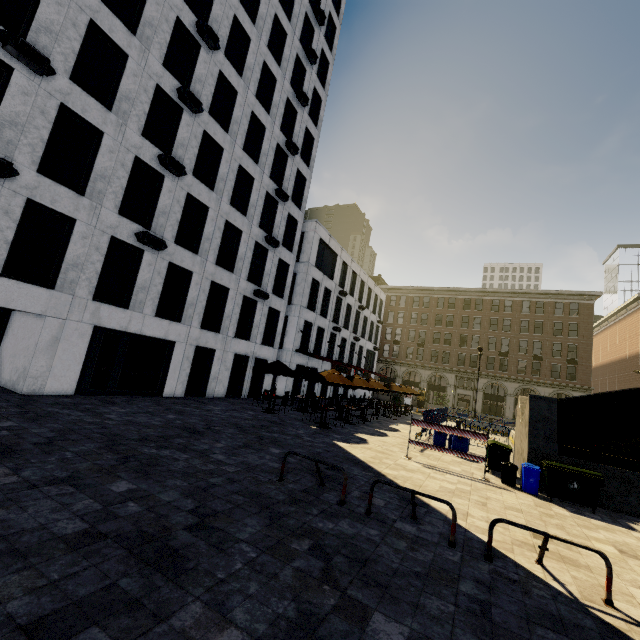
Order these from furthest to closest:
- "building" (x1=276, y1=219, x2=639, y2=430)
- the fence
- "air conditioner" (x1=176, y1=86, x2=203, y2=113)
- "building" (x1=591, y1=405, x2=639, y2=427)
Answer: "building" (x1=591, y1=405, x2=639, y2=427)
"building" (x1=276, y1=219, x2=639, y2=430)
the fence
"air conditioner" (x1=176, y1=86, x2=203, y2=113)

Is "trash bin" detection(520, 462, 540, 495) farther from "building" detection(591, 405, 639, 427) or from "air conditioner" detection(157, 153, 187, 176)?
"building" detection(591, 405, 639, 427)

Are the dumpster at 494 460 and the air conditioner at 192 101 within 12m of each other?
no

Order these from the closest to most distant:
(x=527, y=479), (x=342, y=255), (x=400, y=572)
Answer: (x=400, y=572), (x=527, y=479), (x=342, y=255)

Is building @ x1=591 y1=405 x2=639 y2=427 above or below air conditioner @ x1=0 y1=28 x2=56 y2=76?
below

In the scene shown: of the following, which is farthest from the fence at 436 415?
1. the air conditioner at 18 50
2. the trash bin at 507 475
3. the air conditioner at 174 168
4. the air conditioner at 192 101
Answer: the air conditioner at 18 50

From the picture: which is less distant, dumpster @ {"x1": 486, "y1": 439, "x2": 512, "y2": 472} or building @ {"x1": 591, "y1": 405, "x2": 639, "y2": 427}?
dumpster @ {"x1": 486, "y1": 439, "x2": 512, "y2": 472}

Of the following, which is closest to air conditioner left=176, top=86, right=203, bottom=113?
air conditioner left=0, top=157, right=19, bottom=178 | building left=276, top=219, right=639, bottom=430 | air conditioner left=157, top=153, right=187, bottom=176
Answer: air conditioner left=157, top=153, right=187, bottom=176
